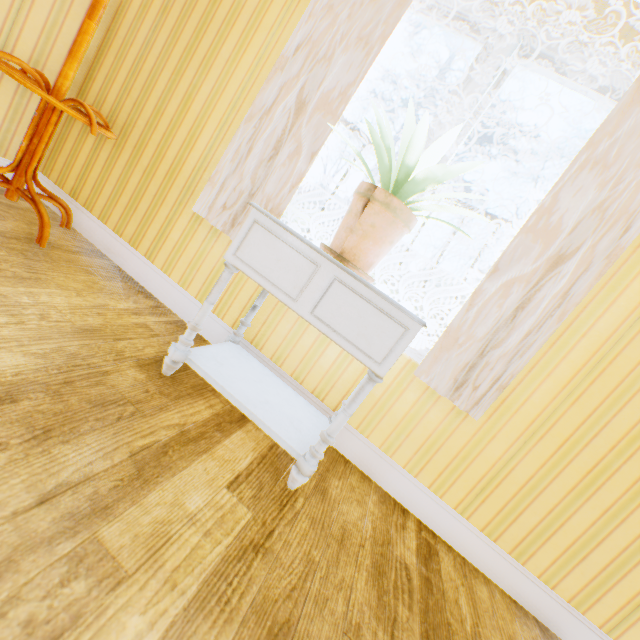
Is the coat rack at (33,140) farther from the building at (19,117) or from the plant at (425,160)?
the plant at (425,160)

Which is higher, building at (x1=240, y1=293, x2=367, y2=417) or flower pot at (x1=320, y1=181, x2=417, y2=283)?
flower pot at (x1=320, y1=181, x2=417, y2=283)

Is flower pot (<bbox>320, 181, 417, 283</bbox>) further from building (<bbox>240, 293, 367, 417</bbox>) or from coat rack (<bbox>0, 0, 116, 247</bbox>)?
coat rack (<bbox>0, 0, 116, 247</bbox>)

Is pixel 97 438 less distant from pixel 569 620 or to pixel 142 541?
pixel 142 541

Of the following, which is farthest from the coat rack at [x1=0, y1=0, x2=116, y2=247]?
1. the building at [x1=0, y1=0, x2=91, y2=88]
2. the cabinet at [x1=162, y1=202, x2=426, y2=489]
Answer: the cabinet at [x1=162, y1=202, x2=426, y2=489]

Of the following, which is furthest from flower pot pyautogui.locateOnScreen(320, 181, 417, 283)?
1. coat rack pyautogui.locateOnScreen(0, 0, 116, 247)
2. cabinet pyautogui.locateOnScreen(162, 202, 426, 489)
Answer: coat rack pyautogui.locateOnScreen(0, 0, 116, 247)

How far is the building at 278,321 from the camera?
1.8m

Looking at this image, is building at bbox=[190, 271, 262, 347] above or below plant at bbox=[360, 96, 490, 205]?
below
